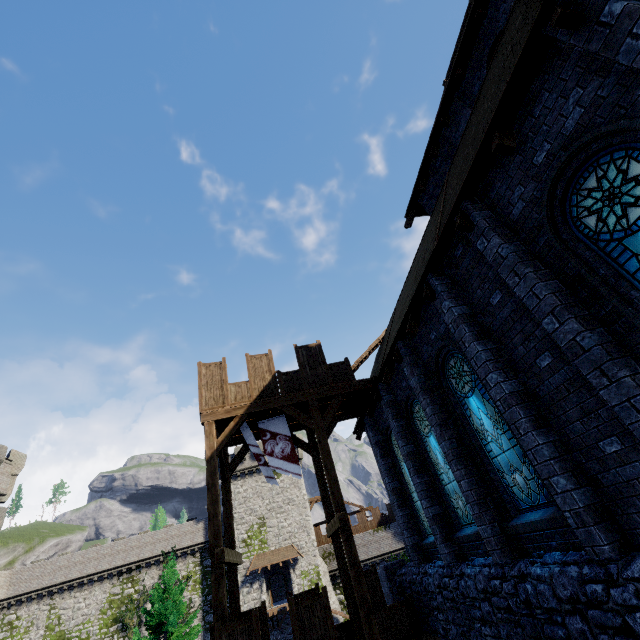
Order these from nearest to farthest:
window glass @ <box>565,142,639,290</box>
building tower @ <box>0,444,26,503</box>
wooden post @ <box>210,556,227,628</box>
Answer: window glass @ <box>565,142,639,290</box> → wooden post @ <box>210,556,227,628</box> → building tower @ <box>0,444,26,503</box>

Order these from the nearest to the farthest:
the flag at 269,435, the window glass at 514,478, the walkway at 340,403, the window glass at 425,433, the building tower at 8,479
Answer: the window glass at 514,478
the window glass at 425,433
the walkway at 340,403
the flag at 269,435
the building tower at 8,479

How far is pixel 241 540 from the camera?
37.2 meters

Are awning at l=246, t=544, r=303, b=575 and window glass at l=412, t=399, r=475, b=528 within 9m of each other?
no

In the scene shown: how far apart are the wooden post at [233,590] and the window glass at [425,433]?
7.6m

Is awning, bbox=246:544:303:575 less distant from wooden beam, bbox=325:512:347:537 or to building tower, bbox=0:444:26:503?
building tower, bbox=0:444:26:503

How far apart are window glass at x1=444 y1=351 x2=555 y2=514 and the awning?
36.74m

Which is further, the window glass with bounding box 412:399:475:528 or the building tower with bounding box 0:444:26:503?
the building tower with bounding box 0:444:26:503
